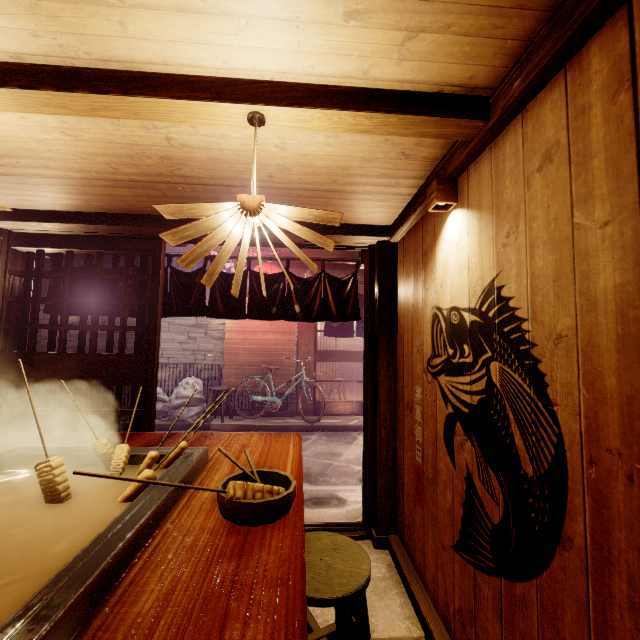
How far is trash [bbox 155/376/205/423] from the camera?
13.0m

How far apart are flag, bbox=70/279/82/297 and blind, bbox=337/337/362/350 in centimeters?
2311cm

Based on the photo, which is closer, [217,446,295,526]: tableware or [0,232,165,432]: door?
[217,446,295,526]: tableware

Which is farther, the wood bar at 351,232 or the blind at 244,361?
the blind at 244,361

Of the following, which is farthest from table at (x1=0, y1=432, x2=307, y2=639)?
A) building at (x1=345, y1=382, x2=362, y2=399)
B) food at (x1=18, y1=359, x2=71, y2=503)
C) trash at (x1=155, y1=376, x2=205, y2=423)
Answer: building at (x1=345, y1=382, x2=362, y2=399)

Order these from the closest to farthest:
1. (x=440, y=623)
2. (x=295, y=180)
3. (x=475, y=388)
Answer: (x=475, y=388), (x=440, y=623), (x=295, y=180)

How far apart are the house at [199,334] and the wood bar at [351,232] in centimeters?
945cm

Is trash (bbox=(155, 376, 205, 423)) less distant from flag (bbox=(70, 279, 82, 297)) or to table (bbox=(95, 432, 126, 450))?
flag (bbox=(70, 279, 82, 297))
